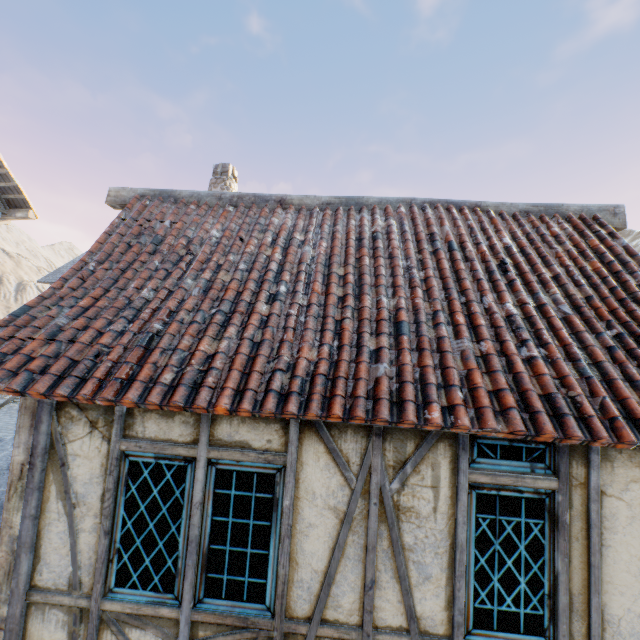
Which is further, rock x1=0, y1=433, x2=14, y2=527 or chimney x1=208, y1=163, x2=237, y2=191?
chimney x1=208, y1=163, x2=237, y2=191

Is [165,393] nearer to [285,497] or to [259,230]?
[285,497]

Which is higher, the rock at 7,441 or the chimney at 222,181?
the chimney at 222,181

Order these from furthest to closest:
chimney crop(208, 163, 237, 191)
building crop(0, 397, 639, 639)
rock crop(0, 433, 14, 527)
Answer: chimney crop(208, 163, 237, 191)
rock crop(0, 433, 14, 527)
building crop(0, 397, 639, 639)

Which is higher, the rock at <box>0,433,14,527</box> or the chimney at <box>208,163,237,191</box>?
the chimney at <box>208,163,237,191</box>

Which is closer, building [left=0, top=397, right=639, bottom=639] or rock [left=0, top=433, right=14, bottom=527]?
building [left=0, top=397, right=639, bottom=639]

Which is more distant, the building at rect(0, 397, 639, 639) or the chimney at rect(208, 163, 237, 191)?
the chimney at rect(208, 163, 237, 191)

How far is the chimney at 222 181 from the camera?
8.0m
